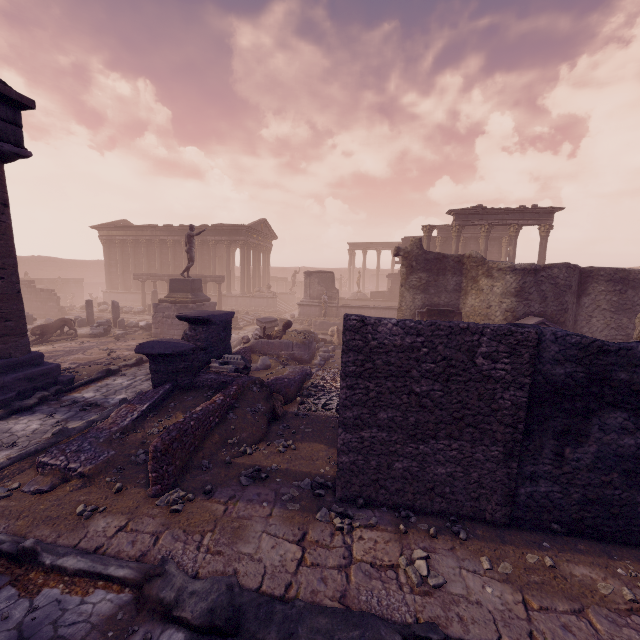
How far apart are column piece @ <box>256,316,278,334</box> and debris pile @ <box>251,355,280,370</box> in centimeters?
0cm

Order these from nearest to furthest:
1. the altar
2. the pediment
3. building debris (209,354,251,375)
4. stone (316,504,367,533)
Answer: stone (316,504,367,533) → the pediment → building debris (209,354,251,375) → the altar

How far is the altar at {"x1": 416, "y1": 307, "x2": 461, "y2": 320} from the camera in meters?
13.4 m

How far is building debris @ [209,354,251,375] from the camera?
8.7m

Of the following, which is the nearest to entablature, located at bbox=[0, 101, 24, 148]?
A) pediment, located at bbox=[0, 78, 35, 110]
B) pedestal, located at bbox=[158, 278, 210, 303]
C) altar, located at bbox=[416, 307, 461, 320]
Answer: pediment, located at bbox=[0, 78, 35, 110]

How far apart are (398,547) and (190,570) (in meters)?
2.56

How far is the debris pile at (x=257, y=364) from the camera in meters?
11.5

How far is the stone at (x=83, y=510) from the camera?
4.5 meters
